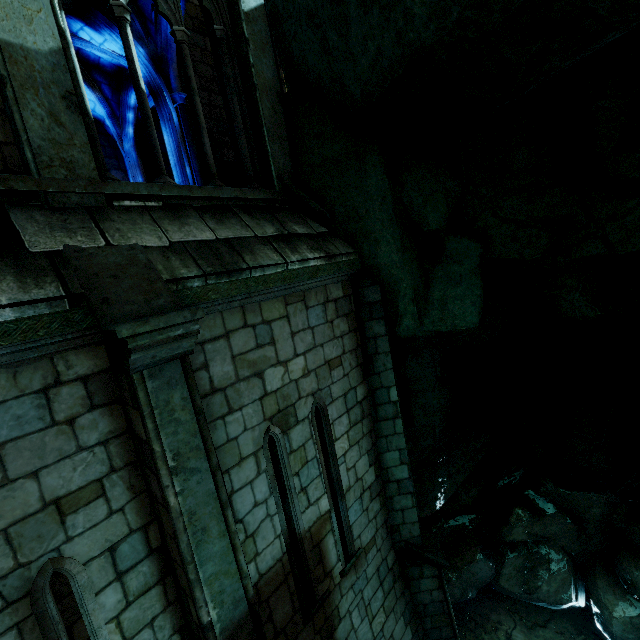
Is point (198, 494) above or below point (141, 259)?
below
